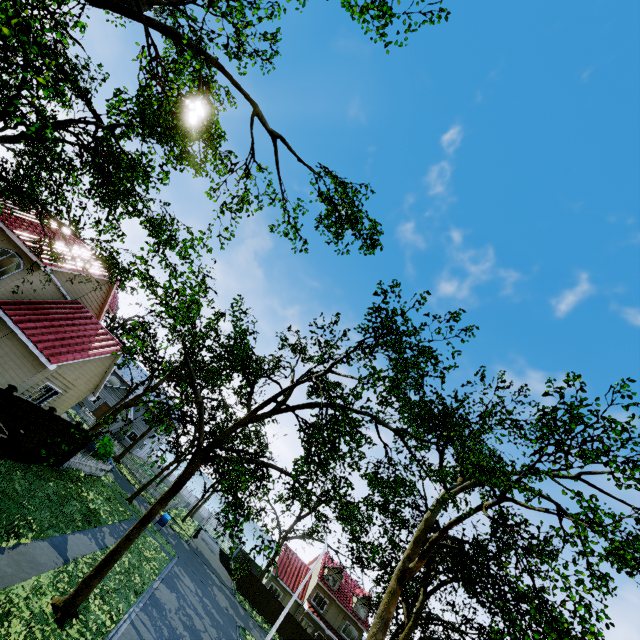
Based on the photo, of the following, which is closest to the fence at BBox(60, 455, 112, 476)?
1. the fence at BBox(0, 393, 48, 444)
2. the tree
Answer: the fence at BBox(0, 393, 48, 444)

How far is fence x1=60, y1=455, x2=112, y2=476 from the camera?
18.6m

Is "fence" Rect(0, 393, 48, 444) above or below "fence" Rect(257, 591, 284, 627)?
above

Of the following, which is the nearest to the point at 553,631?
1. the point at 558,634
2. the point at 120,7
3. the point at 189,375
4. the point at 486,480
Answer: the point at 558,634

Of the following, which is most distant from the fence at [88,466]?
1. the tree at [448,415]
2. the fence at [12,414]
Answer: the tree at [448,415]

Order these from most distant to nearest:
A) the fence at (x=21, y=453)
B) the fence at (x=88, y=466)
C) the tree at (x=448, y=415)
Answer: the fence at (x=88, y=466)
the fence at (x=21, y=453)
the tree at (x=448, y=415)
